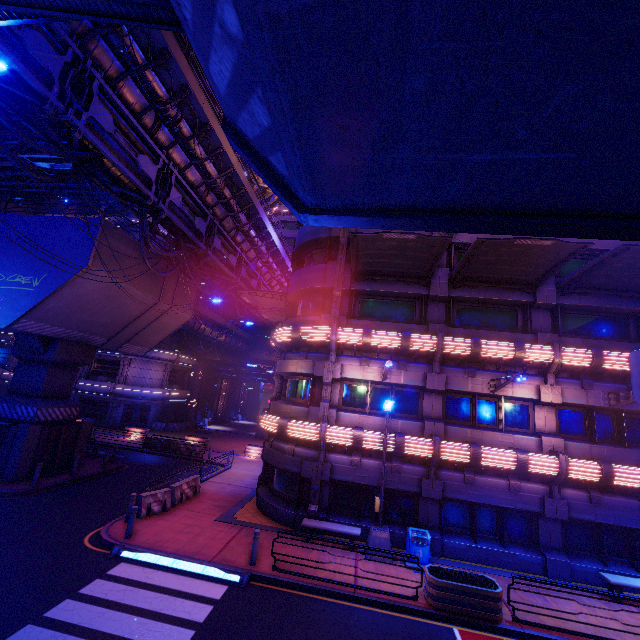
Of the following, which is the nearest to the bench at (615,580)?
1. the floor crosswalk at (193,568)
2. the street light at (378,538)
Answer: the street light at (378,538)

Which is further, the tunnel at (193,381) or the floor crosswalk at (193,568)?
the tunnel at (193,381)

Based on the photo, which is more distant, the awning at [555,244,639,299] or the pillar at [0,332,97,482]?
the pillar at [0,332,97,482]

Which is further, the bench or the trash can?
the trash can

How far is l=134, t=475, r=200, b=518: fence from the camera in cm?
1390

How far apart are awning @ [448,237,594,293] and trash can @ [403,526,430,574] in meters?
10.9

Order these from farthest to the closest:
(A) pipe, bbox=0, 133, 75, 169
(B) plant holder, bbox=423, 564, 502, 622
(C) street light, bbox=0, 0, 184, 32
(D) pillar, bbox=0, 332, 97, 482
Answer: (A) pipe, bbox=0, 133, 75, 169
(D) pillar, bbox=0, 332, 97, 482
(B) plant holder, bbox=423, 564, 502, 622
(C) street light, bbox=0, 0, 184, 32

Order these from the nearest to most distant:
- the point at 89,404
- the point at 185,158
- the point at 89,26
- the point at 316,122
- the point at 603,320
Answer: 1. the point at 316,122
2. the point at 89,26
3. the point at 603,320
4. the point at 185,158
5. the point at 89,404
